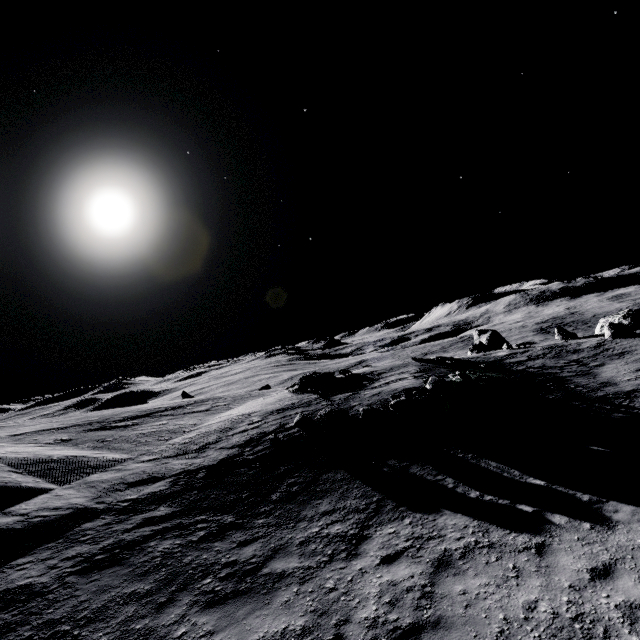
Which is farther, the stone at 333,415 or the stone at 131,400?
the stone at 131,400

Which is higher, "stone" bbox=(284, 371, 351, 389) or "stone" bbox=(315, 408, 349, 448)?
"stone" bbox=(284, 371, 351, 389)

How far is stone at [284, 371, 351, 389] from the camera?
24.08m

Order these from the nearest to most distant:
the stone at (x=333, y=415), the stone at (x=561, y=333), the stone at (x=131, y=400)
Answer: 1. the stone at (x=333, y=415)
2. the stone at (x=561, y=333)
3. the stone at (x=131, y=400)

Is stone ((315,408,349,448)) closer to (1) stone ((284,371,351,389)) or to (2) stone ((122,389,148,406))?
(1) stone ((284,371,351,389))

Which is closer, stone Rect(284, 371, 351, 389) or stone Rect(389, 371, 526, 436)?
stone Rect(389, 371, 526, 436)

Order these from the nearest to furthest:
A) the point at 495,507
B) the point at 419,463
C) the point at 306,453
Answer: the point at 495,507, the point at 419,463, the point at 306,453

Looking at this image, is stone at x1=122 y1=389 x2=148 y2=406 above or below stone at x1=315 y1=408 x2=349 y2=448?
above
